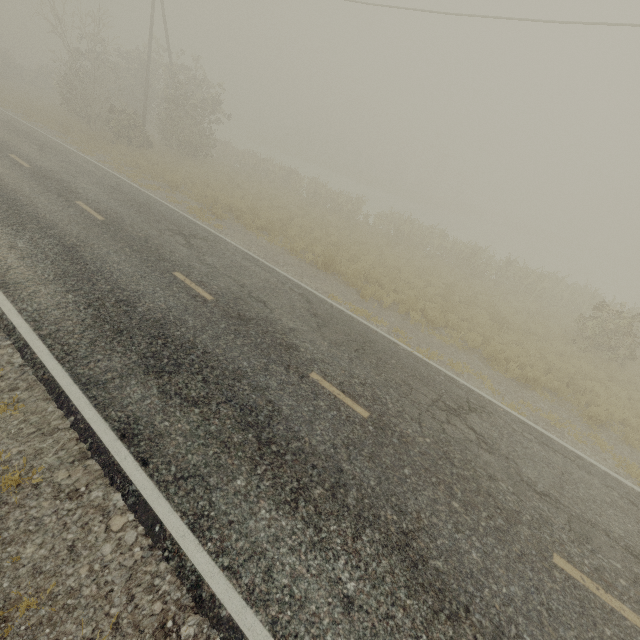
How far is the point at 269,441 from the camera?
5.3m
